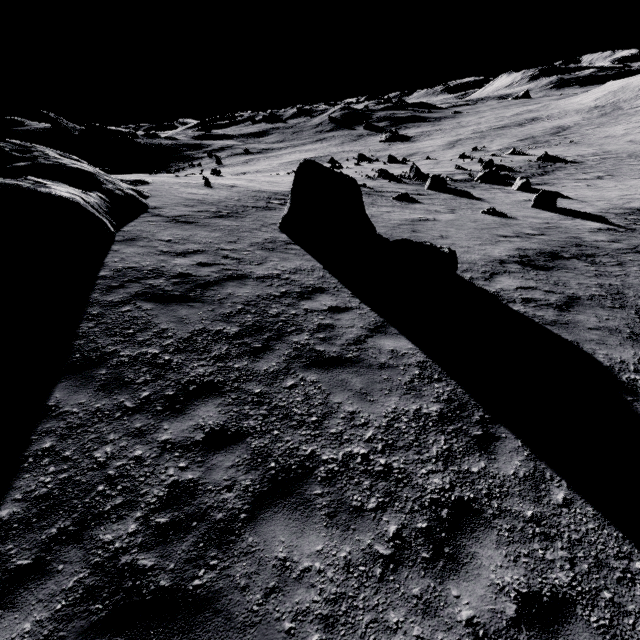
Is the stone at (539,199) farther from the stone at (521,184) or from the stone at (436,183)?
the stone at (436,183)

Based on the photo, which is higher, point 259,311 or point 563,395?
point 259,311

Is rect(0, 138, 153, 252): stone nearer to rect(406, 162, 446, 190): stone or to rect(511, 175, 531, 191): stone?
rect(406, 162, 446, 190): stone

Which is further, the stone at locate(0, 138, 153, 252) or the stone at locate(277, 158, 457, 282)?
the stone at locate(277, 158, 457, 282)

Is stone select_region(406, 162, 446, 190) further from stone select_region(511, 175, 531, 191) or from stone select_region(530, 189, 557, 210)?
Answer: stone select_region(530, 189, 557, 210)

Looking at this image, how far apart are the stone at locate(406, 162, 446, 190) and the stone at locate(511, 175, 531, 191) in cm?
601

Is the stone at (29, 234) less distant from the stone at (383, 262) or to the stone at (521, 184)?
the stone at (383, 262)

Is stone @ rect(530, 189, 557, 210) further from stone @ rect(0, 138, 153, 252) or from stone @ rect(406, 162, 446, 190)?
stone @ rect(0, 138, 153, 252)
